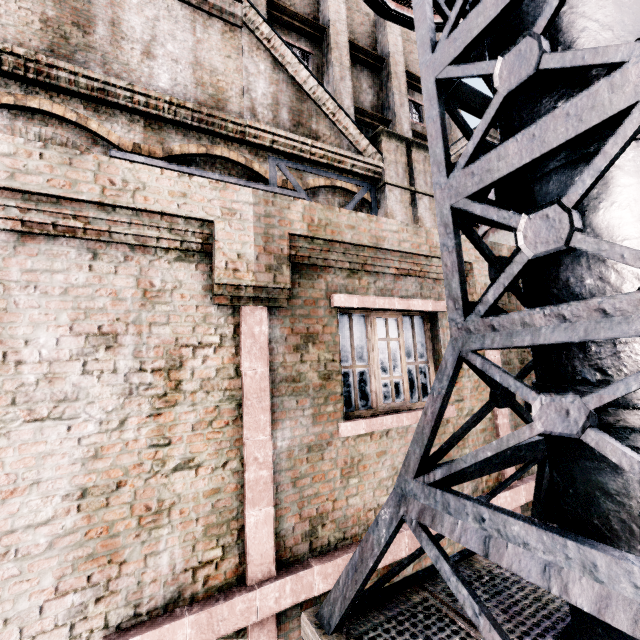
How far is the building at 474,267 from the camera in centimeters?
575cm

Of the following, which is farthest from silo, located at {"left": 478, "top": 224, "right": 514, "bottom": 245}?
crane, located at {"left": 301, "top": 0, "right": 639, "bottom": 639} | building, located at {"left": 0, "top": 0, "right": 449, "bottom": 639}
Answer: crane, located at {"left": 301, "top": 0, "right": 639, "bottom": 639}

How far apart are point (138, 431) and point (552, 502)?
4.3 meters

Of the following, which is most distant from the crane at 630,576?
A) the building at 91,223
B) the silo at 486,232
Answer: the silo at 486,232

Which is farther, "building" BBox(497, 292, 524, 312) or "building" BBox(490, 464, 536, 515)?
"building" BBox(497, 292, 524, 312)
